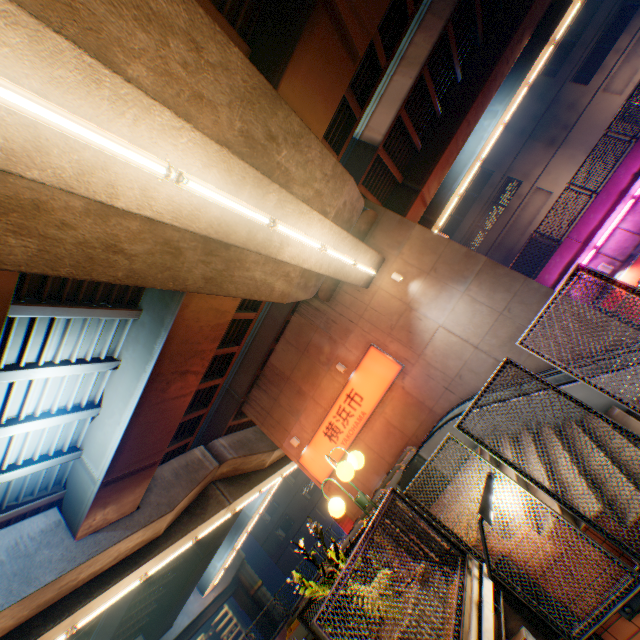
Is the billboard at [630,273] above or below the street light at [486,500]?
below

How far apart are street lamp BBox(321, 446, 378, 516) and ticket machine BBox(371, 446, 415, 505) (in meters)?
6.31

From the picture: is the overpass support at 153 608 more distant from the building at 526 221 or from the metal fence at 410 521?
the building at 526 221

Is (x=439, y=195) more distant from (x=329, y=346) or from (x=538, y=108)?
(x=538, y=108)

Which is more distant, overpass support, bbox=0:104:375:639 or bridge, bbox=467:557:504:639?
overpass support, bbox=0:104:375:639

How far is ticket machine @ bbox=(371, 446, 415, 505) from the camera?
9.4m

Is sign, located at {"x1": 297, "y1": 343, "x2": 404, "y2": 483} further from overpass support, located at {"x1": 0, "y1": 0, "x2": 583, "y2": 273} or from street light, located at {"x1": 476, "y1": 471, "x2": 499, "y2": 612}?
street light, located at {"x1": 476, "y1": 471, "x2": 499, "y2": 612}

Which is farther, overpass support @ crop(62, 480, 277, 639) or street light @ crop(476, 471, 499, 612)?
overpass support @ crop(62, 480, 277, 639)
